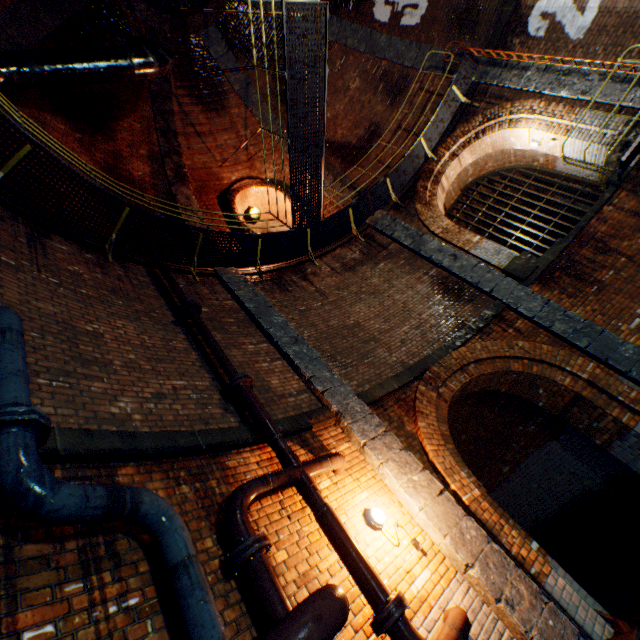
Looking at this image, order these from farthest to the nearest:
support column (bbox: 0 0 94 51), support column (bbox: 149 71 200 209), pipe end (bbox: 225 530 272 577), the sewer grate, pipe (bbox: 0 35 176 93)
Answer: the sewer grate → support column (bbox: 149 71 200 209) → support column (bbox: 0 0 94 51) → pipe (bbox: 0 35 176 93) → pipe end (bbox: 225 530 272 577)

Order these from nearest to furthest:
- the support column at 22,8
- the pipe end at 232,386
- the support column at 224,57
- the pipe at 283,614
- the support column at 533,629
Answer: the pipe at 283,614, the support column at 533,629, the pipe end at 232,386, the support column at 22,8, the support column at 224,57

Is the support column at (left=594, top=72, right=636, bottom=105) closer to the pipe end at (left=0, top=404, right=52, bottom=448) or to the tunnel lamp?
the pipe end at (left=0, top=404, right=52, bottom=448)

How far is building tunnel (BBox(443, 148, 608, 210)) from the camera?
10.4 meters

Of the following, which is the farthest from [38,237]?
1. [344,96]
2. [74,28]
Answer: [344,96]

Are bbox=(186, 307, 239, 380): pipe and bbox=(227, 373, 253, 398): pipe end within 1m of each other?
yes

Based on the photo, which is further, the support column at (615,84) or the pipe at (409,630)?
the support column at (615,84)

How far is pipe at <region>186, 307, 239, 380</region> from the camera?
4.7m
